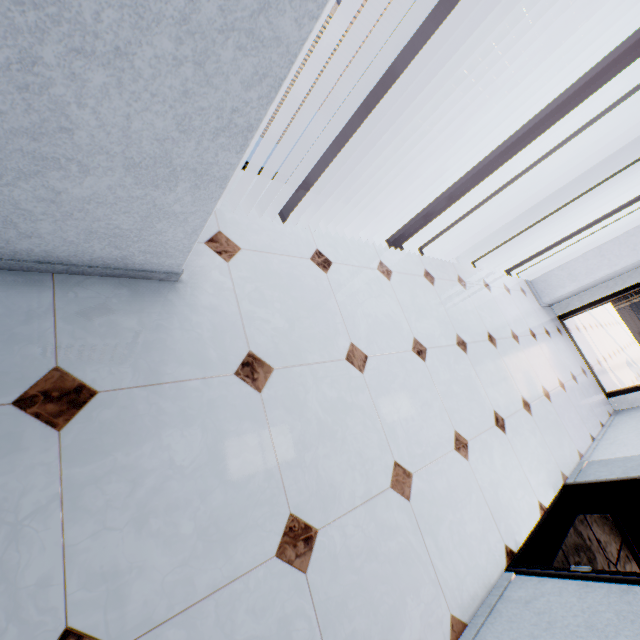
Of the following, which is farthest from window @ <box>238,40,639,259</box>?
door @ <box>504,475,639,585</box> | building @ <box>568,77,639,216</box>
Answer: building @ <box>568,77,639,216</box>

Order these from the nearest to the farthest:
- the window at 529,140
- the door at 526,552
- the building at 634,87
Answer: the door at 526,552 < the window at 529,140 < the building at 634,87

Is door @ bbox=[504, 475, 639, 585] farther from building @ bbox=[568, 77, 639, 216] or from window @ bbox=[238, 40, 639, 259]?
building @ bbox=[568, 77, 639, 216]

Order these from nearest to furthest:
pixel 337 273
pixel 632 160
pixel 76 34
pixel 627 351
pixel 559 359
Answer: pixel 76 34
pixel 337 273
pixel 559 359
pixel 627 351
pixel 632 160

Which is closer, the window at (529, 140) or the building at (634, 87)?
the window at (529, 140)

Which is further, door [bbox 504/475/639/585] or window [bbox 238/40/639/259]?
window [bbox 238/40/639/259]
